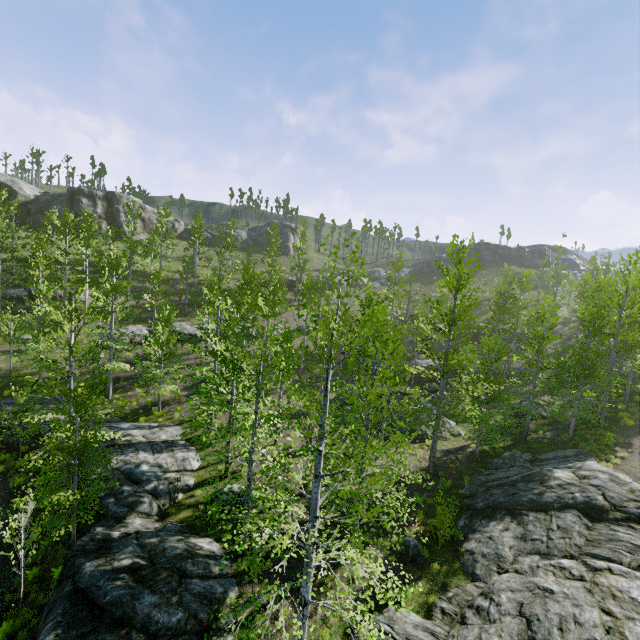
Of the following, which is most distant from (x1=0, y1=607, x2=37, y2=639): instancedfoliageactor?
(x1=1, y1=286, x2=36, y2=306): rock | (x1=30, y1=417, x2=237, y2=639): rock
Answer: (x1=1, y1=286, x2=36, y2=306): rock

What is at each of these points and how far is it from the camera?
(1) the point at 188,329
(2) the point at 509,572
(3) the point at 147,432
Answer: (1) rock, 33.41m
(2) rock, 9.80m
(3) rock, 19.67m

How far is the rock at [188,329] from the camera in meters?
32.6 m

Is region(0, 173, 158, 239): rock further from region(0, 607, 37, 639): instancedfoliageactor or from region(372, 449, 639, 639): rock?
region(0, 607, 37, 639): instancedfoliageactor

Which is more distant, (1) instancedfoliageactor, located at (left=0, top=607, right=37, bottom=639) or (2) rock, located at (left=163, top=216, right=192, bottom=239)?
(2) rock, located at (left=163, top=216, right=192, bottom=239)

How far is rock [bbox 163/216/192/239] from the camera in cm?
5619

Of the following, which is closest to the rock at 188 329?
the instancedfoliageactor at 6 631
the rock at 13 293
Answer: the rock at 13 293

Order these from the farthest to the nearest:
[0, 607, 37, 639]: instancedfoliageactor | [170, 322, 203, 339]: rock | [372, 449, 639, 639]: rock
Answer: [170, 322, 203, 339]: rock < [0, 607, 37, 639]: instancedfoliageactor < [372, 449, 639, 639]: rock
